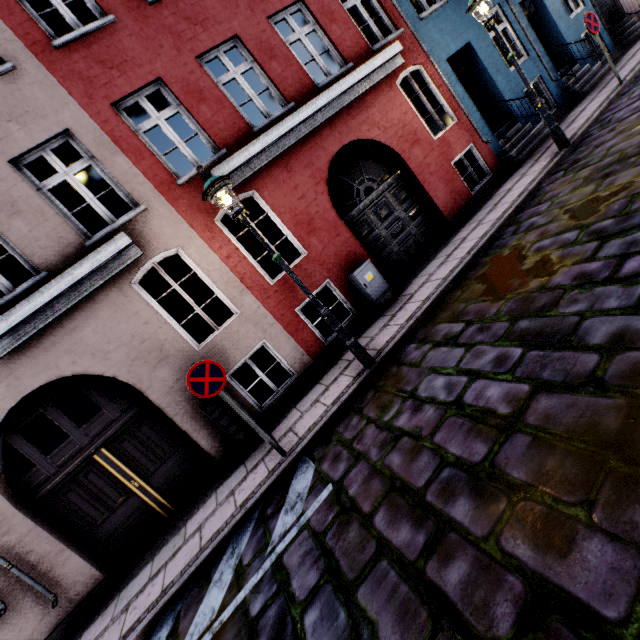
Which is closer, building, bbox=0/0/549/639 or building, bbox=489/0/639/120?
building, bbox=0/0/549/639

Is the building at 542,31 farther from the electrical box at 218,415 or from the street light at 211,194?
the street light at 211,194

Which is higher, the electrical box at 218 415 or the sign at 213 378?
the sign at 213 378

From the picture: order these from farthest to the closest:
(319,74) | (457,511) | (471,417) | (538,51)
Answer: (319,74), (538,51), (471,417), (457,511)

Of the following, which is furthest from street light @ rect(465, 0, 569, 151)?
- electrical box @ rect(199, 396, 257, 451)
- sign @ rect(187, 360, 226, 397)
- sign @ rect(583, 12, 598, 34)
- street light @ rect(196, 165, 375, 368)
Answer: electrical box @ rect(199, 396, 257, 451)

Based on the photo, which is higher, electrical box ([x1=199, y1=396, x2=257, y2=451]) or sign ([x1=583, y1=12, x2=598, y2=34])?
sign ([x1=583, y1=12, x2=598, y2=34])

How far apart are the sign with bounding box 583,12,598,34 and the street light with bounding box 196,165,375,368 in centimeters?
971cm

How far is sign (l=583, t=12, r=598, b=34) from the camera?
7.7m
